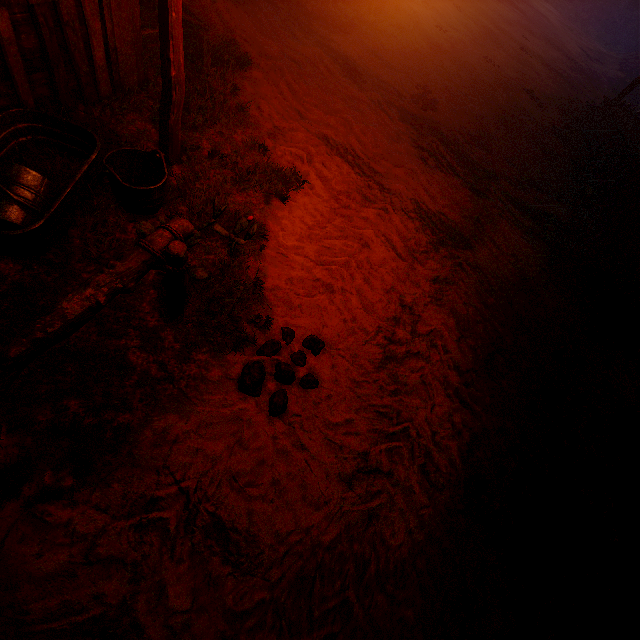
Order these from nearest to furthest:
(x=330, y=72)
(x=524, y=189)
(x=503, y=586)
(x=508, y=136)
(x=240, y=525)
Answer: (x=240, y=525)
(x=503, y=586)
(x=330, y=72)
(x=524, y=189)
(x=508, y=136)

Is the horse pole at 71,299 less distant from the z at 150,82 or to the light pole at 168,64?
the z at 150,82

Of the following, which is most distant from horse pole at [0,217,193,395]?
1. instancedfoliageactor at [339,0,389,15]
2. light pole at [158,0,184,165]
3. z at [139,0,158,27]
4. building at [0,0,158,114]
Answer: instancedfoliageactor at [339,0,389,15]

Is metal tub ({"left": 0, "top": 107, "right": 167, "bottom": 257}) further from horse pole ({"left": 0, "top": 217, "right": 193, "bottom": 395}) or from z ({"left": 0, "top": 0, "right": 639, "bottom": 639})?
horse pole ({"left": 0, "top": 217, "right": 193, "bottom": 395})

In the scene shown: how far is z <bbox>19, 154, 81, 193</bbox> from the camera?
2.8 meters

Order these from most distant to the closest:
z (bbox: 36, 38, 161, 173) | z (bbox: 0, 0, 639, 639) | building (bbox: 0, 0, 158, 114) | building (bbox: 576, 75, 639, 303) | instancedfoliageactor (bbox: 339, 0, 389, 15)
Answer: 1. instancedfoliageactor (bbox: 339, 0, 389, 15)
2. building (bbox: 576, 75, 639, 303)
3. z (bbox: 36, 38, 161, 173)
4. building (bbox: 0, 0, 158, 114)
5. z (bbox: 0, 0, 639, 639)

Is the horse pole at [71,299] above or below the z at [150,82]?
above

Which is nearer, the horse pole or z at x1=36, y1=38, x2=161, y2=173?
the horse pole
